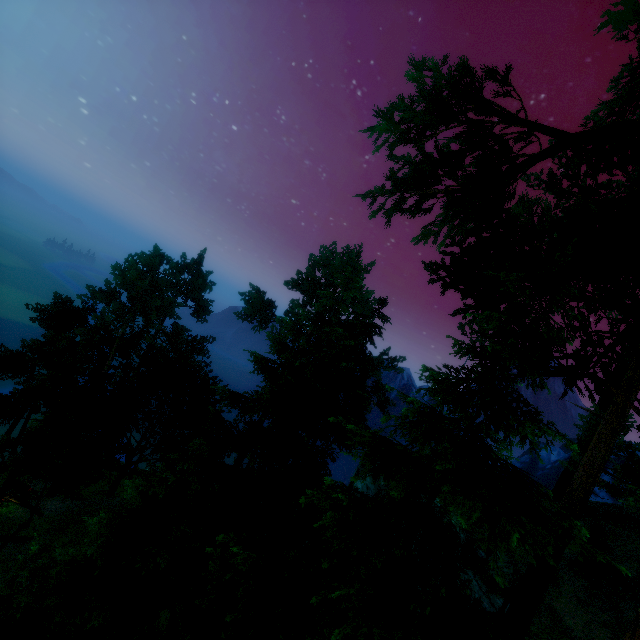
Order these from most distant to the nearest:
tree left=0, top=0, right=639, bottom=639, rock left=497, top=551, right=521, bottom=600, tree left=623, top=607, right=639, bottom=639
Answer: rock left=497, top=551, right=521, bottom=600, tree left=0, top=0, right=639, bottom=639, tree left=623, top=607, right=639, bottom=639

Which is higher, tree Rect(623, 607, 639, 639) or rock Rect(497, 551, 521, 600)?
tree Rect(623, 607, 639, 639)

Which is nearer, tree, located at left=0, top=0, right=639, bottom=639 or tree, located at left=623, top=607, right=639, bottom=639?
tree, located at left=623, top=607, right=639, bottom=639

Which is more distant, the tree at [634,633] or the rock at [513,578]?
the rock at [513,578]

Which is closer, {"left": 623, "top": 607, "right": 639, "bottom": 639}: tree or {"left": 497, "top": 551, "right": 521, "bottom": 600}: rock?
{"left": 623, "top": 607, "right": 639, "bottom": 639}: tree

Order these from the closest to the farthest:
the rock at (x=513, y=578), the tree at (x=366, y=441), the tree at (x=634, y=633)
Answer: the tree at (x=634, y=633), the tree at (x=366, y=441), the rock at (x=513, y=578)

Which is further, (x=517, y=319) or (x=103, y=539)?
(x=103, y=539)

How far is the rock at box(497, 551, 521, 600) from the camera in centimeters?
1722cm
